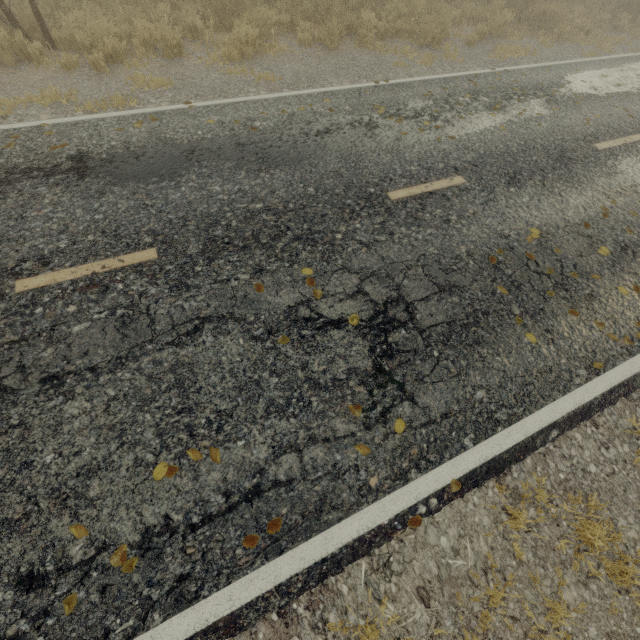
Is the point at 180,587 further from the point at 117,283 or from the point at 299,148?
the point at 299,148
